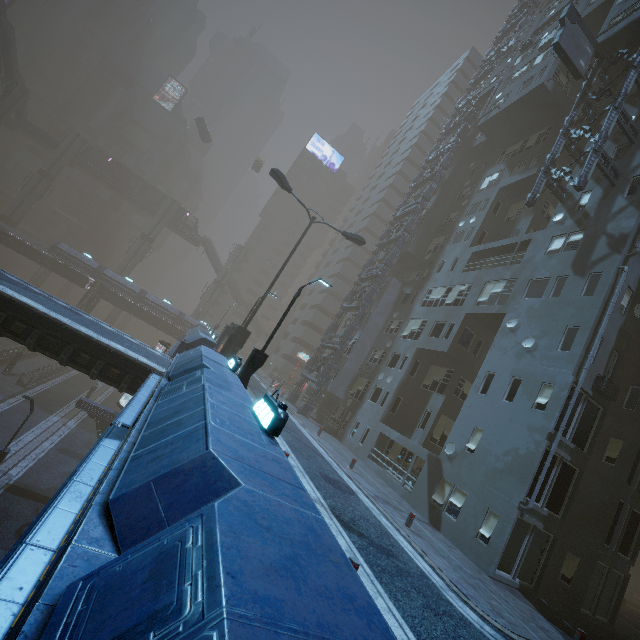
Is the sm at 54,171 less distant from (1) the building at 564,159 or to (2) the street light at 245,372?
(1) the building at 564,159

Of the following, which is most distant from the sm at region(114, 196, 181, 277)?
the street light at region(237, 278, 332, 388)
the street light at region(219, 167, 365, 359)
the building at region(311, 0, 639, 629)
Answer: the street light at region(237, 278, 332, 388)

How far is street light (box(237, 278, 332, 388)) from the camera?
12.26m

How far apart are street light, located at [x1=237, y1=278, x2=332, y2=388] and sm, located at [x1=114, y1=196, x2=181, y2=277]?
51.82m

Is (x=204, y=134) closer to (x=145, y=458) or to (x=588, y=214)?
(x=588, y=214)

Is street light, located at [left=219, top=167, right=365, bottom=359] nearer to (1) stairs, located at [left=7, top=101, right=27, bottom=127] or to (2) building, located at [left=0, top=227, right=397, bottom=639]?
(2) building, located at [left=0, top=227, right=397, bottom=639]

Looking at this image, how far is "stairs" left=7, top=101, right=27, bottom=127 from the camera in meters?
48.5 m

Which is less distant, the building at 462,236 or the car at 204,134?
the building at 462,236
